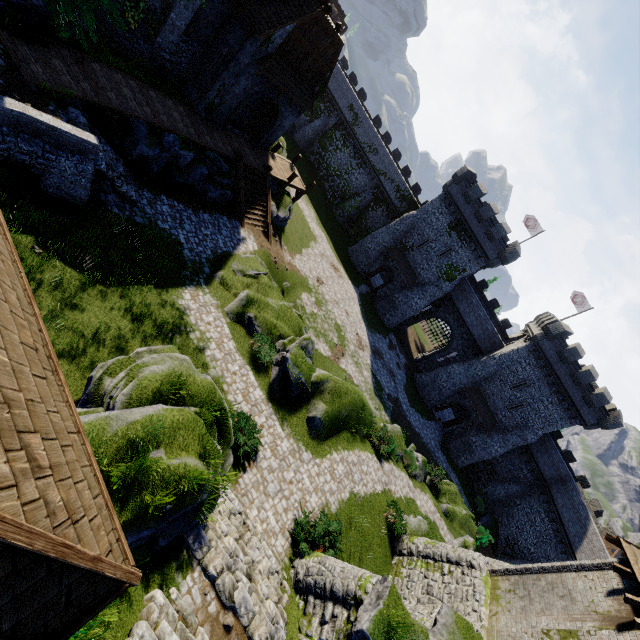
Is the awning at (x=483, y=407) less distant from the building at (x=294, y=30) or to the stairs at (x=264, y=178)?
the stairs at (x=264, y=178)

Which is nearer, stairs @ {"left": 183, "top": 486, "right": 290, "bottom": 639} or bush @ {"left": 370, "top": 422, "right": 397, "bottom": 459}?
stairs @ {"left": 183, "top": 486, "right": 290, "bottom": 639}

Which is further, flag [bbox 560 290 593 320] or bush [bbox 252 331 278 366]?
flag [bbox 560 290 593 320]

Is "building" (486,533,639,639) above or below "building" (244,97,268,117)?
above

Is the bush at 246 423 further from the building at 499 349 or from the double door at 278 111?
the building at 499 349

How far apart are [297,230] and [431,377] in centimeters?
2445cm

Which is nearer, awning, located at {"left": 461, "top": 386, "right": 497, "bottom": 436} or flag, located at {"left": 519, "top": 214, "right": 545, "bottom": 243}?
awning, located at {"left": 461, "top": 386, "right": 497, "bottom": 436}

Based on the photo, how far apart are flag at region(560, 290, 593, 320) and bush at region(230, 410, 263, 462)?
42.63m
